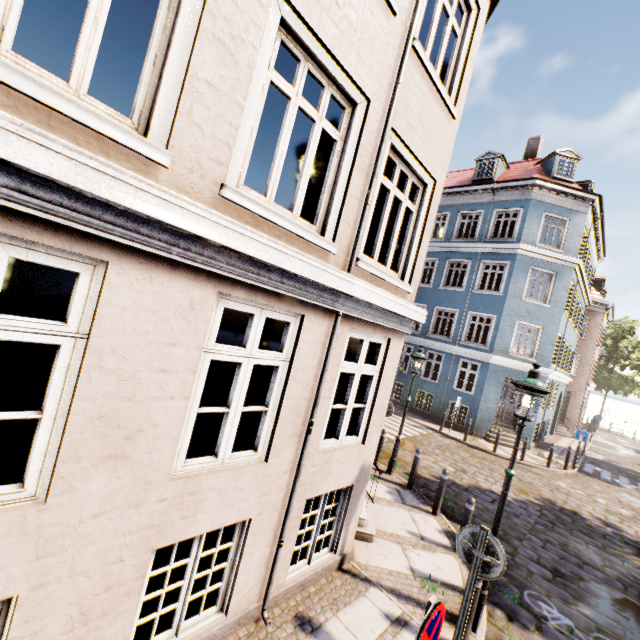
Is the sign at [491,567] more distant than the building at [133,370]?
Yes

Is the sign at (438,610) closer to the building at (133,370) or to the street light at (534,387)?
the building at (133,370)

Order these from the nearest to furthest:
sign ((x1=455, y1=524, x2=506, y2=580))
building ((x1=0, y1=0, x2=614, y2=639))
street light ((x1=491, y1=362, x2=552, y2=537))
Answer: building ((x1=0, y1=0, x2=614, y2=639)) < sign ((x1=455, y1=524, x2=506, y2=580)) < street light ((x1=491, y1=362, x2=552, y2=537))

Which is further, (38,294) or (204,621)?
(38,294)

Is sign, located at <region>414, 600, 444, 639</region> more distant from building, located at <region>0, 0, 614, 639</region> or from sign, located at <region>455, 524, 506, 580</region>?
building, located at <region>0, 0, 614, 639</region>

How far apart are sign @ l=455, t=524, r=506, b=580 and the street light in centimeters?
128cm

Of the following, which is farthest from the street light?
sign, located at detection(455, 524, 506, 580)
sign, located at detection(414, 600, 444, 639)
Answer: sign, located at detection(414, 600, 444, 639)

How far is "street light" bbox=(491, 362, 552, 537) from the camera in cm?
461
